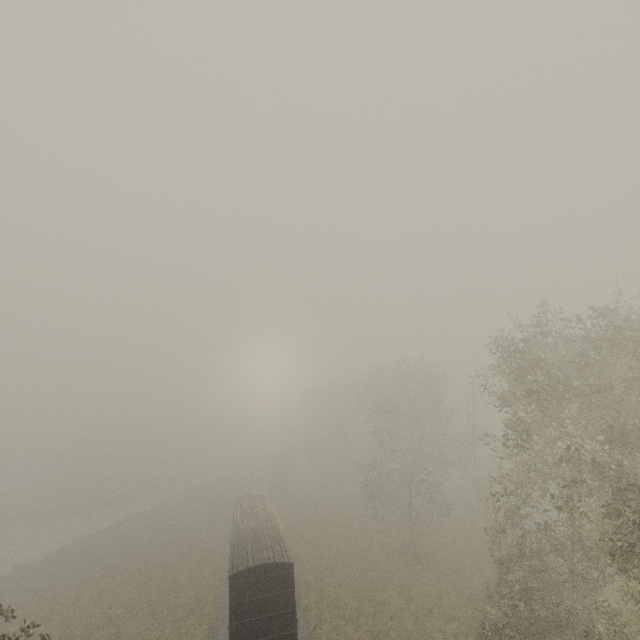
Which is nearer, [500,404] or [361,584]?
[500,404]
